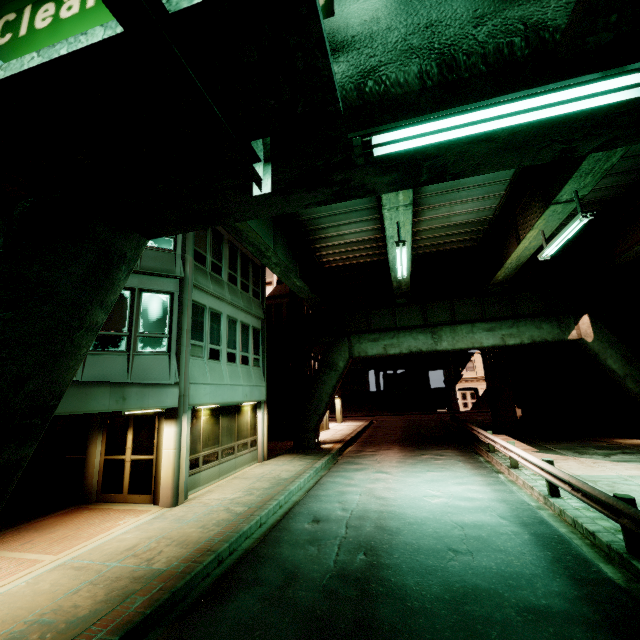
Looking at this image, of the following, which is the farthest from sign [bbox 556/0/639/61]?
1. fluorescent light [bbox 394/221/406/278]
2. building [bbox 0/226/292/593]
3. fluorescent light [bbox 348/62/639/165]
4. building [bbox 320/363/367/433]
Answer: building [bbox 320/363/367/433]

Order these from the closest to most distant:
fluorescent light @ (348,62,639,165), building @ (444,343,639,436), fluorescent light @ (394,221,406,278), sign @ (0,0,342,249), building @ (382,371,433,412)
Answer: sign @ (0,0,342,249)
fluorescent light @ (348,62,639,165)
fluorescent light @ (394,221,406,278)
building @ (444,343,639,436)
building @ (382,371,433,412)

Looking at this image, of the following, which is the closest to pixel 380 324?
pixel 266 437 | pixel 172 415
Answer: pixel 266 437

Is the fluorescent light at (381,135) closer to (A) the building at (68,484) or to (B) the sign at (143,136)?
(B) the sign at (143,136)

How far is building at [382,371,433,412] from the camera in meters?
48.1

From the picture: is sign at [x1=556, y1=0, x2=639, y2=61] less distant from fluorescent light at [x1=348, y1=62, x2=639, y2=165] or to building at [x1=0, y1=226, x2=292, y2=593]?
fluorescent light at [x1=348, y1=62, x2=639, y2=165]

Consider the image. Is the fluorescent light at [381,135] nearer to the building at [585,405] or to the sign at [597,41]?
the sign at [597,41]

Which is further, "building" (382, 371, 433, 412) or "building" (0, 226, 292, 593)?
"building" (382, 371, 433, 412)
